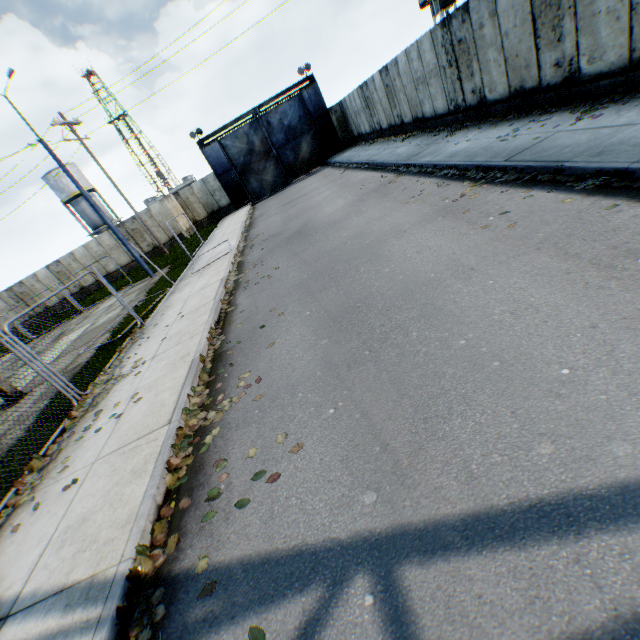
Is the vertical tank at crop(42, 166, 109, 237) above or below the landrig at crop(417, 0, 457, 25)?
above

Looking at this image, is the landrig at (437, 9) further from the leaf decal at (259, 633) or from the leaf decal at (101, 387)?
the leaf decal at (259, 633)

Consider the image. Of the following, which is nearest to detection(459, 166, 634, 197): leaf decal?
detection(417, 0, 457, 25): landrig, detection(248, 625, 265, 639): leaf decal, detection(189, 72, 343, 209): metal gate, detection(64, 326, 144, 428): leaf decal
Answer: detection(248, 625, 265, 639): leaf decal

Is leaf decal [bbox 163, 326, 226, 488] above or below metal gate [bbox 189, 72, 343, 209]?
below

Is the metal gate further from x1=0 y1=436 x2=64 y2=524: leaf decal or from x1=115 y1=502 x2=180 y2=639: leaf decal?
x1=0 y1=436 x2=64 y2=524: leaf decal

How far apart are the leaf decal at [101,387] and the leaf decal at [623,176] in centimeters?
822cm

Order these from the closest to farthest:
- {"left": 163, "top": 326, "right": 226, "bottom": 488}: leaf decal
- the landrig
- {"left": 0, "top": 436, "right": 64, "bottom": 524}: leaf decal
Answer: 1. {"left": 163, "top": 326, "right": 226, "bottom": 488}: leaf decal
2. {"left": 0, "top": 436, "right": 64, "bottom": 524}: leaf decal
3. the landrig

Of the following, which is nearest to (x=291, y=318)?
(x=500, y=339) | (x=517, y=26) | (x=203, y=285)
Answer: (x=500, y=339)
